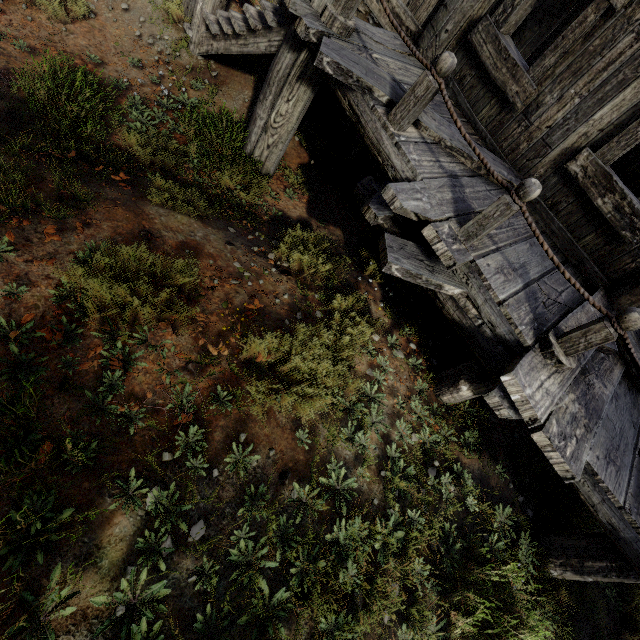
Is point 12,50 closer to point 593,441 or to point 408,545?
point 408,545
